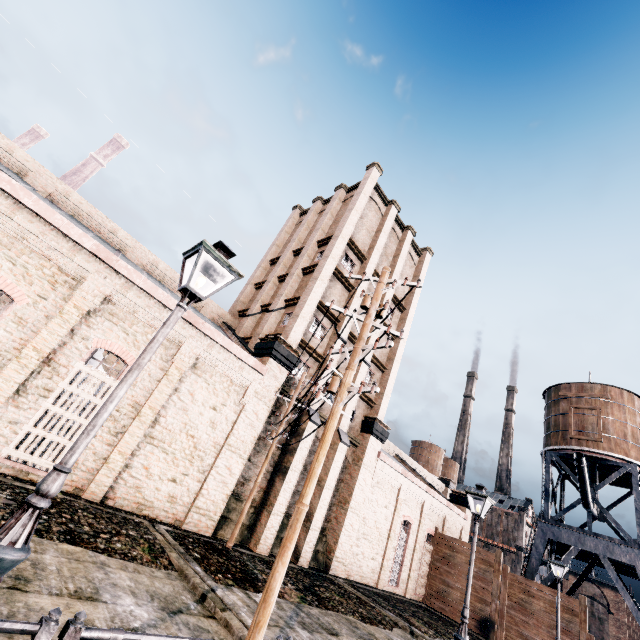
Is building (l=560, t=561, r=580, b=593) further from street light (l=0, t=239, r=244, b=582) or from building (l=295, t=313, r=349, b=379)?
street light (l=0, t=239, r=244, b=582)

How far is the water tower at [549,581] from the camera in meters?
24.8

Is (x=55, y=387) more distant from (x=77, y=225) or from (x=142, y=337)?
(x=77, y=225)

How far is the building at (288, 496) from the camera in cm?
1677

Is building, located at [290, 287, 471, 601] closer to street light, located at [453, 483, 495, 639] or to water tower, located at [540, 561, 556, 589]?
water tower, located at [540, 561, 556, 589]

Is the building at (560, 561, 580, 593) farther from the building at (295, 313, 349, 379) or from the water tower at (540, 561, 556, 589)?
the water tower at (540, 561, 556, 589)

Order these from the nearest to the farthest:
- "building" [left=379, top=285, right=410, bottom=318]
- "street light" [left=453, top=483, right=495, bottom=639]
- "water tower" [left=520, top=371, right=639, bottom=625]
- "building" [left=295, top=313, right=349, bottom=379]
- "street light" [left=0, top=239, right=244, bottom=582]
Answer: "street light" [left=0, top=239, right=244, bottom=582], "street light" [left=453, top=483, right=495, bottom=639], "building" [left=295, top=313, right=349, bottom=379], "water tower" [left=520, top=371, right=639, bottom=625], "building" [left=379, top=285, right=410, bottom=318]
